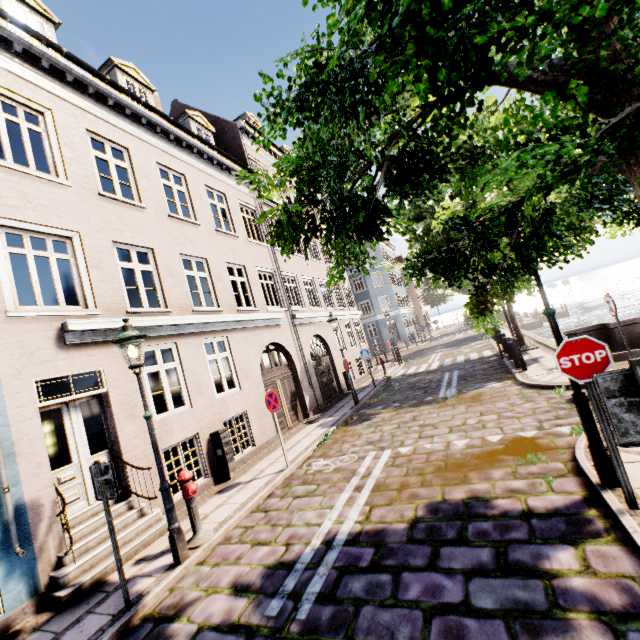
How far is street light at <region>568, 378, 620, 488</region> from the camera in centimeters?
392cm

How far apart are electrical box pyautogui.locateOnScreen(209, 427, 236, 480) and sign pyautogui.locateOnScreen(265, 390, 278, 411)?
1.6m

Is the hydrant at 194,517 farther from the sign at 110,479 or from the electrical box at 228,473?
the electrical box at 228,473

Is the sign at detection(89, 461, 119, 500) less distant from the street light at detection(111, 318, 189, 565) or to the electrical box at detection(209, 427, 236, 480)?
the street light at detection(111, 318, 189, 565)

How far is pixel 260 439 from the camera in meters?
10.3

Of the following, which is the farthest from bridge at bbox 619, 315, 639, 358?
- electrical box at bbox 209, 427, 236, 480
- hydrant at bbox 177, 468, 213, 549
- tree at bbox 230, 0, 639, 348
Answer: electrical box at bbox 209, 427, 236, 480

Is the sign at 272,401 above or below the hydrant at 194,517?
above

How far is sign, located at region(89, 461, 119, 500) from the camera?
4.3 meters
